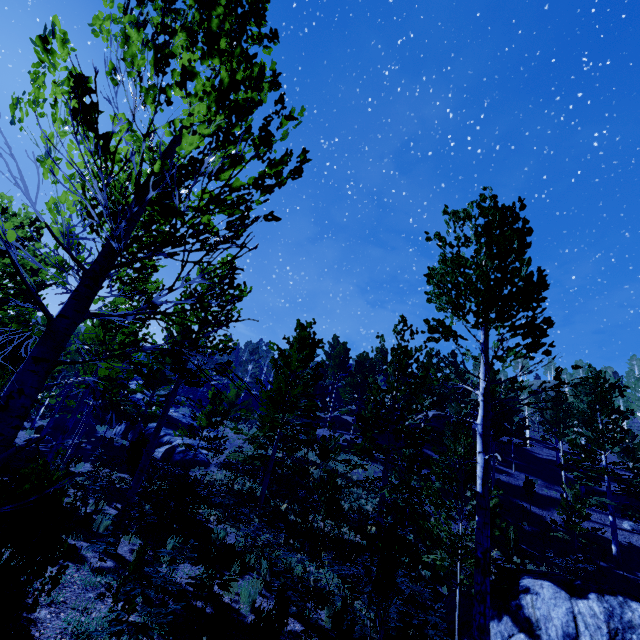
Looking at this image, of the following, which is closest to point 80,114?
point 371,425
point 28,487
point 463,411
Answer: point 28,487

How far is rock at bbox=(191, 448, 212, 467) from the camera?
23.4 meters

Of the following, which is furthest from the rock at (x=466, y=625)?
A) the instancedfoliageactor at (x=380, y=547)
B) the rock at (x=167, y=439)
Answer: the rock at (x=167, y=439)

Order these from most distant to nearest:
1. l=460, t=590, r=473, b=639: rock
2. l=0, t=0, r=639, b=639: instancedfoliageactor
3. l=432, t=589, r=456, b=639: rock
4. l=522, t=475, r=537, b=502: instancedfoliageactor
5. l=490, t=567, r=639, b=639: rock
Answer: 1. l=522, t=475, r=537, b=502: instancedfoliageactor
2. l=432, t=589, r=456, b=639: rock
3. l=460, t=590, r=473, b=639: rock
4. l=490, t=567, r=639, b=639: rock
5. l=0, t=0, r=639, b=639: instancedfoliageactor

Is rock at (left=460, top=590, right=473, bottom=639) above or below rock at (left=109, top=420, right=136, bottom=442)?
below

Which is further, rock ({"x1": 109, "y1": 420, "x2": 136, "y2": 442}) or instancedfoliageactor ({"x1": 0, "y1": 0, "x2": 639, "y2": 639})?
rock ({"x1": 109, "y1": 420, "x2": 136, "y2": 442})

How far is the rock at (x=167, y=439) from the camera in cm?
2346
